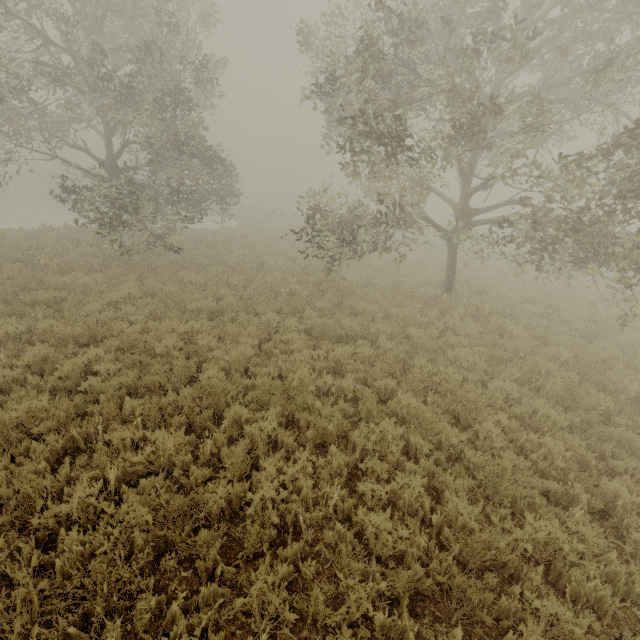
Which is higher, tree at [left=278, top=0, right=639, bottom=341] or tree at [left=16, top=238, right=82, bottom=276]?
tree at [left=278, top=0, right=639, bottom=341]

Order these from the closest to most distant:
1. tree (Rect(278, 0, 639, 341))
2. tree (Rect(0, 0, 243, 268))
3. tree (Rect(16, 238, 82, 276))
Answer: tree (Rect(278, 0, 639, 341)) → tree (Rect(0, 0, 243, 268)) → tree (Rect(16, 238, 82, 276))

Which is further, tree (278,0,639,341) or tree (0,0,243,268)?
tree (0,0,243,268)

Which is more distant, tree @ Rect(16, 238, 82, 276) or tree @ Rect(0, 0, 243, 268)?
tree @ Rect(16, 238, 82, 276)

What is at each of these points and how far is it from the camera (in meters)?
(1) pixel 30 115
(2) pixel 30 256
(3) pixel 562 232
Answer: (1) tree, 14.45
(2) tree, 12.38
(3) tree, 8.31

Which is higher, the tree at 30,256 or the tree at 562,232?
the tree at 562,232

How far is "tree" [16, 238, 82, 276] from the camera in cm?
1189

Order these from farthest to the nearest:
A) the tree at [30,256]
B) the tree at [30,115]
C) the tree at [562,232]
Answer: the tree at [30,256], the tree at [30,115], the tree at [562,232]
